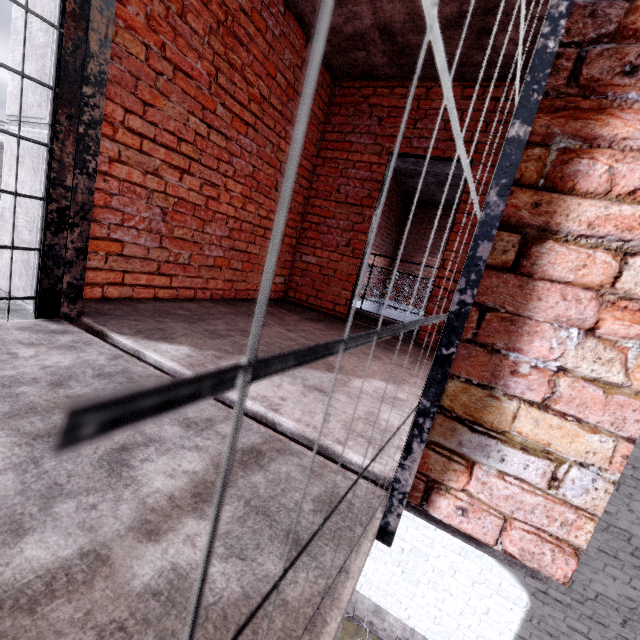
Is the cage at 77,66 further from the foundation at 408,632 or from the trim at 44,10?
the foundation at 408,632

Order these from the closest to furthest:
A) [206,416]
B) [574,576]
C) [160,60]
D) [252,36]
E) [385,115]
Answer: [206,416], [160,60], [252,36], [574,576], [385,115]

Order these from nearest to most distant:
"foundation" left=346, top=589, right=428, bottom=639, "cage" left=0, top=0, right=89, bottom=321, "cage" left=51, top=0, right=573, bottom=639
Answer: "cage" left=51, top=0, right=573, bottom=639 → "cage" left=0, top=0, right=89, bottom=321 → "foundation" left=346, top=589, right=428, bottom=639

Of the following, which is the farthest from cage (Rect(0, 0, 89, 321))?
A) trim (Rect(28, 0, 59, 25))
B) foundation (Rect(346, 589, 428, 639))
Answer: foundation (Rect(346, 589, 428, 639))

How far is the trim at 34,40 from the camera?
1.6 meters

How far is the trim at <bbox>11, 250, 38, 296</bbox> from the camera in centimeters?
179cm

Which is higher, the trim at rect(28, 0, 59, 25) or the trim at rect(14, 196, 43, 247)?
the trim at rect(28, 0, 59, 25)

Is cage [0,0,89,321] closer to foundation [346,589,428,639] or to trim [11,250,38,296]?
trim [11,250,38,296]
